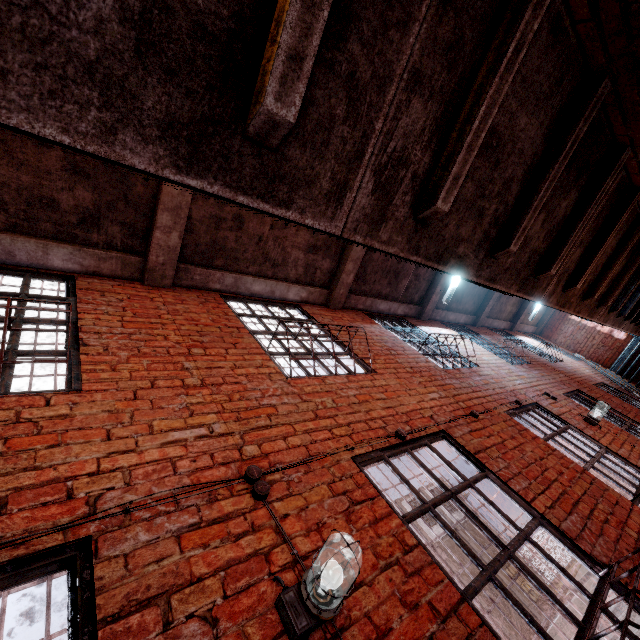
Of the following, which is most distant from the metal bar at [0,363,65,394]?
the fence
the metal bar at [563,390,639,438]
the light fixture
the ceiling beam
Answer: the fence

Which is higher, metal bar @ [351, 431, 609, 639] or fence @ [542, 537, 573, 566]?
metal bar @ [351, 431, 609, 639]

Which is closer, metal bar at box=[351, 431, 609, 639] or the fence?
metal bar at box=[351, 431, 609, 639]

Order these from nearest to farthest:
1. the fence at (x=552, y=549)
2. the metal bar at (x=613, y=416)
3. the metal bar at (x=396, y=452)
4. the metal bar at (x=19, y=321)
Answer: the metal bar at (x=396, y=452) < the metal bar at (x=19, y=321) < the metal bar at (x=613, y=416) < the fence at (x=552, y=549)

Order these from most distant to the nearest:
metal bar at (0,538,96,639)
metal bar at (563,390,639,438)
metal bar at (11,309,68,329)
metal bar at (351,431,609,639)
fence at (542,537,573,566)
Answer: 1. fence at (542,537,573,566)
2. metal bar at (563,390,639,438)
3. metal bar at (11,309,68,329)
4. metal bar at (351,431,609,639)
5. metal bar at (0,538,96,639)

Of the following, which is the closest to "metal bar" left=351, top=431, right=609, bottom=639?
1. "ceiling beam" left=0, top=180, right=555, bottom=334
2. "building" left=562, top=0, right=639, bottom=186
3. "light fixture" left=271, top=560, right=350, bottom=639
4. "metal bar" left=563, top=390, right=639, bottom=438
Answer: "building" left=562, top=0, right=639, bottom=186

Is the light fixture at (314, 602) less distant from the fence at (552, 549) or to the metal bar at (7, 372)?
the metal bar at (7, 372)

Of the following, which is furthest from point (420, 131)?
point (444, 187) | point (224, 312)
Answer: point (224, 312)
